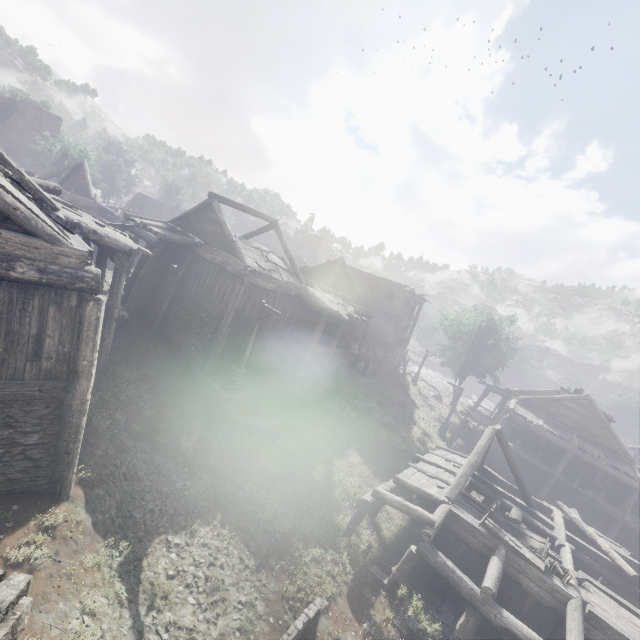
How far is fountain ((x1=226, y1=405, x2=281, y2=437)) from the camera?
15.5m

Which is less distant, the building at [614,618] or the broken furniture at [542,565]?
the building at [614,618]

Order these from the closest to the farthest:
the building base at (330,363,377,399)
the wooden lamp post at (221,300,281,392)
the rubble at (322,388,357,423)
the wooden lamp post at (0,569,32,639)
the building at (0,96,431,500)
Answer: the wooden lamp post at (0,569,32,639) < the building at (0,96,431,500) < the wooden lamp post at (221,300,281,392) < the rubble at (322,388,357,423) < the building base at (330,363,377,399)

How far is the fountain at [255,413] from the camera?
15.5 meters

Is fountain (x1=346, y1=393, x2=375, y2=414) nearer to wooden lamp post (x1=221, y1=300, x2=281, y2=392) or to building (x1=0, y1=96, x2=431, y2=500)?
building (x1=0, y1=96, x2=431, y2=500)

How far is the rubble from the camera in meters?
21.8 m

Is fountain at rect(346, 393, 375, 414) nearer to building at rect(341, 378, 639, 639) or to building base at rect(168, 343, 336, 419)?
building base at rect(168, 343, 336, 419)

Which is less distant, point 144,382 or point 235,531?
point 235,531
